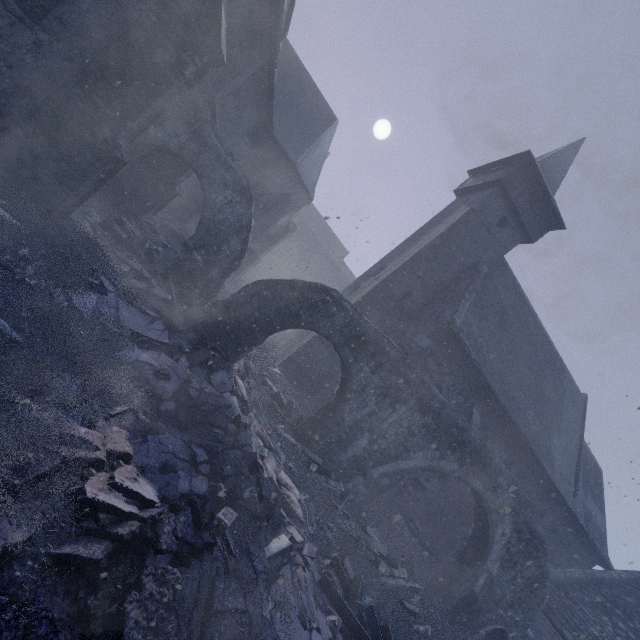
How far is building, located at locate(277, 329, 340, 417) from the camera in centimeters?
1523cm

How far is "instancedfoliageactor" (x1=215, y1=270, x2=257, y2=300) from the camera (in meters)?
14.72

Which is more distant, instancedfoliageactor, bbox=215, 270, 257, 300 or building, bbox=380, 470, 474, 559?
instancedfoliageactor, bbox=215, 270, 257, 300

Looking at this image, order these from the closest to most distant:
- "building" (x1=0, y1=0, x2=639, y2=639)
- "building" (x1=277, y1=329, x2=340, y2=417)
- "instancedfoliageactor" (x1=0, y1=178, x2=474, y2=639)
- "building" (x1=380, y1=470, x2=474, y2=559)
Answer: "instancedfoliageactor" (x1=0, y1=178, x2=474, y2=639)
"building" (x1=0, y1=0, x2=639, y2=639)
"building" (x1=380, y1=470, x2=474, y2=559)
"building" (x1=277, y1=329, x2=340, y2=417)

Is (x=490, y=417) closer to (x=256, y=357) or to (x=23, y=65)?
(x=256, y=357)

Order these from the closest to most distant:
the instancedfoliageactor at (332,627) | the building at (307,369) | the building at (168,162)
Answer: the instancedfoliageactor at (332,627)
the building at (168,162)
the building at (307,369)

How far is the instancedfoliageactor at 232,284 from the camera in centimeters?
1472cm
